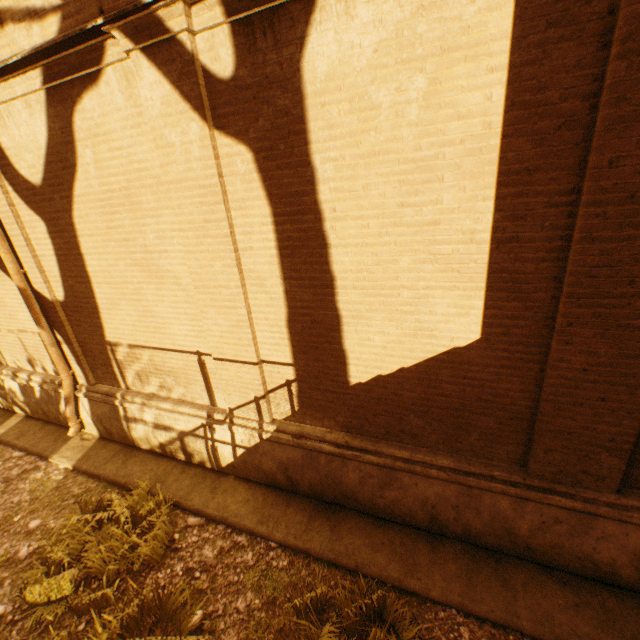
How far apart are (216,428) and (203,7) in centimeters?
503cm

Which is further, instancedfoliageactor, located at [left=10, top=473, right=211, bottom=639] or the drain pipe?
the drain pipe

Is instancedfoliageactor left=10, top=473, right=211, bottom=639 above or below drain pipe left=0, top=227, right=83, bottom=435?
below

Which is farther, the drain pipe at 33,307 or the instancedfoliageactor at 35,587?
the drain pipe at 33,307

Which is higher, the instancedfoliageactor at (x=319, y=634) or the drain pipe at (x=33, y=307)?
the drain pipe at (x=33, y=307)
